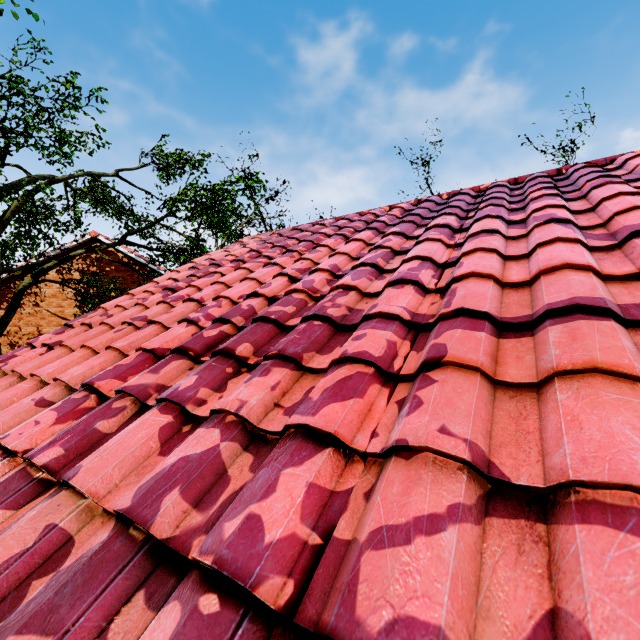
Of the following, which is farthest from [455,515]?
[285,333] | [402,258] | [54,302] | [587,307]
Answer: [54,302]
